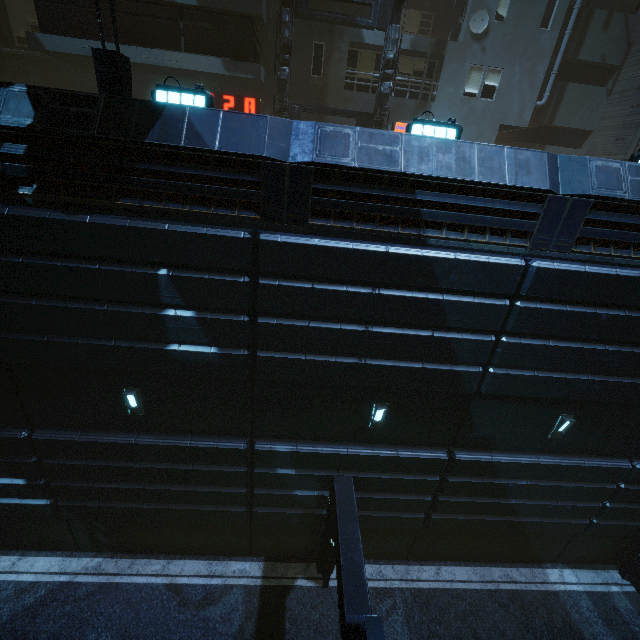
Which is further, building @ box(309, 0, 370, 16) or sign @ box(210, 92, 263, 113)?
sign @ box(210, 92, 263, 113)

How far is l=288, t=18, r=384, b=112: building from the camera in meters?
14.9

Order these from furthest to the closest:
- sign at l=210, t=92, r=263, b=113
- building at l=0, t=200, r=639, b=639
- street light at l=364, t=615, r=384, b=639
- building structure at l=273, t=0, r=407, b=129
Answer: sign at l=210, t=92, r=263, b=113
building structure at l=273, t=0, r=407, b=129
building at l=0, t=200, r=639, b=639
street light at l=364, t=615, r=384, b=639

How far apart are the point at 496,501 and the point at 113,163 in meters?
14.1

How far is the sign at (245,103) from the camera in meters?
15.6 m

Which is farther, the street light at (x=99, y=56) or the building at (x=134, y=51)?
the street light at (x=99, y=56)

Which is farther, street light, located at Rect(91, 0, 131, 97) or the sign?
the sign

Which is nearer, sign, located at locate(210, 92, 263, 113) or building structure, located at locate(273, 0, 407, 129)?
building structure, located at locate(273, 0, 407, 129)
